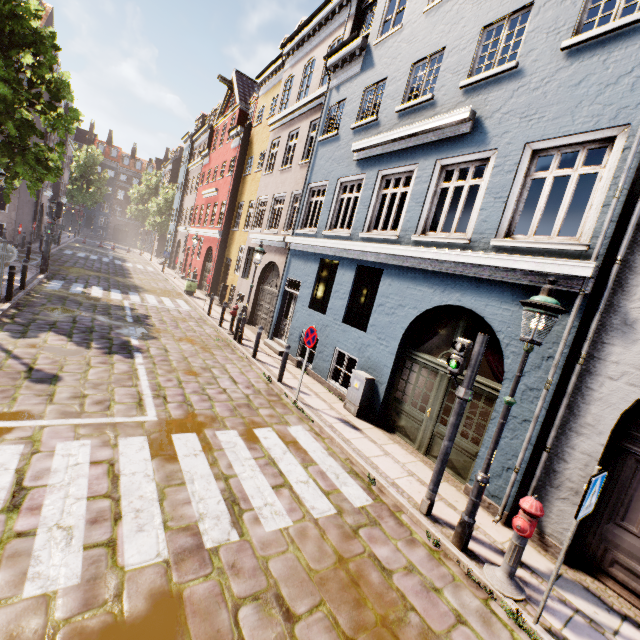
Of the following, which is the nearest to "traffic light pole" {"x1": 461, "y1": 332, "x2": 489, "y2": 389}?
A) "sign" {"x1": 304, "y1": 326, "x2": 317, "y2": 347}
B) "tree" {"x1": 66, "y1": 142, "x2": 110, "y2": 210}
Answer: "sign" {"x1": 304, "y1": 326, "x2": 317, "y2": 347}

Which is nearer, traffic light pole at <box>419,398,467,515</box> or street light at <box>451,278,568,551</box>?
street light at <box>451,278,568,551</box>

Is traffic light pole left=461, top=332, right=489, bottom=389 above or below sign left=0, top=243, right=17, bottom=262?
above

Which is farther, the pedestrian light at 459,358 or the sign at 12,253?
the sign at 12,253

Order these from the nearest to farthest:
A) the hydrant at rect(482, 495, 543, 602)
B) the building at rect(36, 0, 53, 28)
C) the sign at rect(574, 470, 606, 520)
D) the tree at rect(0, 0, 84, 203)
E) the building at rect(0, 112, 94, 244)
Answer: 1. the sign at rect(574, 470, 606, 520)
2. the hydrant at rect(482, 495, 543, 602)
3. the tree at rect(0, 0, 84, 203)
4. the building at rect(36, 0, 53, 28)
5. the building at rect(0, 112, 94, 244)

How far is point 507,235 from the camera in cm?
612

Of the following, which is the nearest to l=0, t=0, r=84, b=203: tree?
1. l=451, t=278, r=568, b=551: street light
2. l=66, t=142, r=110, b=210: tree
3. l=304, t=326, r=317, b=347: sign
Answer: l=451, t=278, r=568, b=551: street light

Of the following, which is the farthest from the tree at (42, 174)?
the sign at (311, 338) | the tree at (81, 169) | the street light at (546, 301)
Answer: the tree at (81, 169)
